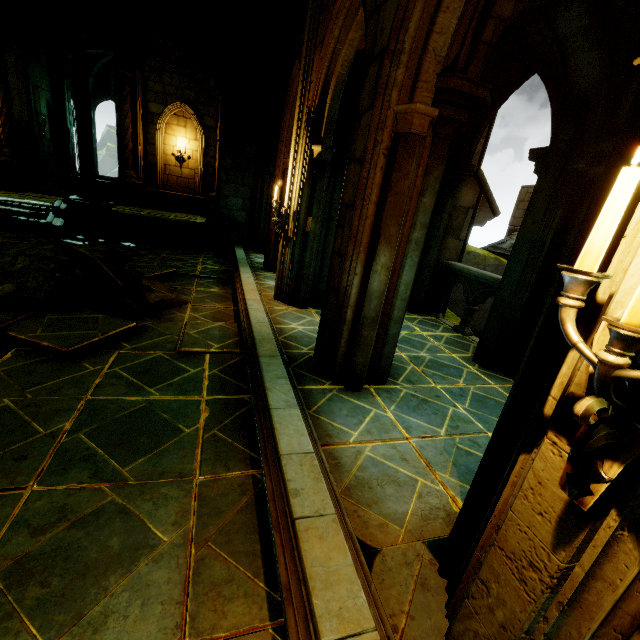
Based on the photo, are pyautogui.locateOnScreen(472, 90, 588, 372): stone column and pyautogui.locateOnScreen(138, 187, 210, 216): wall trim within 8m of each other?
no

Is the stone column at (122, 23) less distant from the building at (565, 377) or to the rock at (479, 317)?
the building at (565, 377)

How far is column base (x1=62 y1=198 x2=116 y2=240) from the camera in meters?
10.3

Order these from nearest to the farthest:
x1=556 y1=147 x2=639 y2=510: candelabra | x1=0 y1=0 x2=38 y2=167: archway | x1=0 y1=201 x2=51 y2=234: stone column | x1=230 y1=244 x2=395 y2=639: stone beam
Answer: x1=556 y1=147 x2=639 y2=510: candelabra, x1=230 y1=244 x2=395 y2=639: stone beam, x1=0 y1=201 x2=51 y2=234: stone column, x1=0 y1=0 x2=38 y2=167: archway

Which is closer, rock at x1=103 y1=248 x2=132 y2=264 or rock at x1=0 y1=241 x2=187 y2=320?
rock at x1=0 y1=241 x2=187 y2=320

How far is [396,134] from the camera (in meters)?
3.04

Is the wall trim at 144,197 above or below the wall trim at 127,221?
above

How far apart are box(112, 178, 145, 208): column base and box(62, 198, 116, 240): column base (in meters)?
3.74
